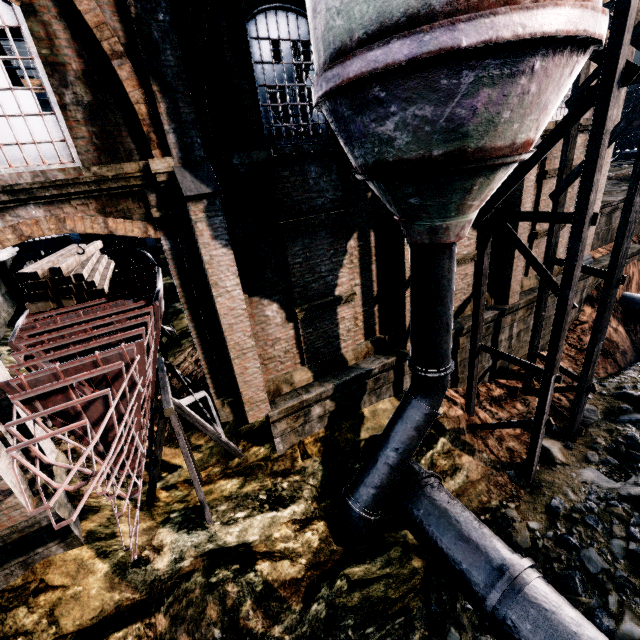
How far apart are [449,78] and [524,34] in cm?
94

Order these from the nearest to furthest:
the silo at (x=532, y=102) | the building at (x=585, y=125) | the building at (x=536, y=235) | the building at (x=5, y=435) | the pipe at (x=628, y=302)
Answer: the silo at (x=532, y=102)
the building at (x=5, y=435)
the building at (x=536, y=235)
the building at (x=585, y=125)
the pipe at (x=628, y=302)

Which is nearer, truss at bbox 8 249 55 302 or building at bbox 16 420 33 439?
building at bbox 16 420 33 439

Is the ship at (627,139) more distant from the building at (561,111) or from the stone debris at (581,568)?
the building at (561,111)

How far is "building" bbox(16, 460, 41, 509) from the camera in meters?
7.4 m

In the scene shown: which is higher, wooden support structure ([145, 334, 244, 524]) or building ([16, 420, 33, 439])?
building ([16, 420, 33, 439])

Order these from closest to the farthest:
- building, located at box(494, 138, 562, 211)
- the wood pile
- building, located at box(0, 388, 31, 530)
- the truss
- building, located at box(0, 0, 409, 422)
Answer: building, located at box(0, 0, 409, 422), building, located at box(0, 388, 31, 530), the wood pile, building, located at box(494, 138, 562, 211), the truss

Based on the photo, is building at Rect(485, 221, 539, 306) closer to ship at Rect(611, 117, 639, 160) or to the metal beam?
the metal beam
